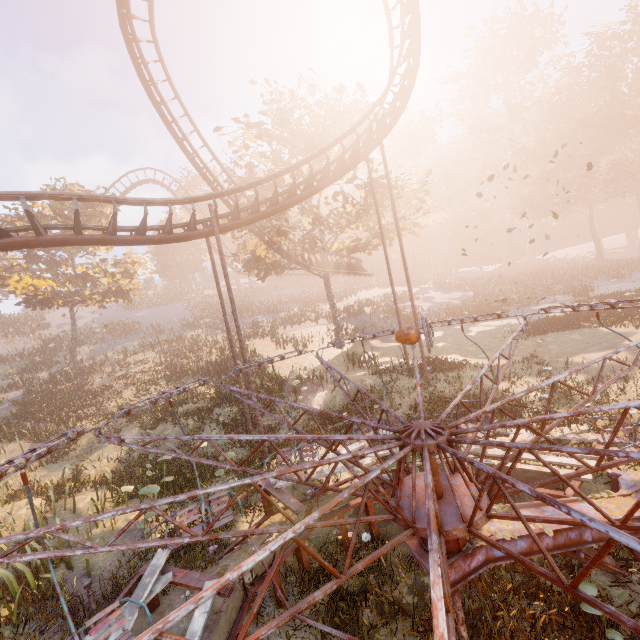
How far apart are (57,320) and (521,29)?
82.36m

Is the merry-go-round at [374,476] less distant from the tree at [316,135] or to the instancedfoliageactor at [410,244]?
the tree at [316,135]

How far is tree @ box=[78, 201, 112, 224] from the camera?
25.7 meters

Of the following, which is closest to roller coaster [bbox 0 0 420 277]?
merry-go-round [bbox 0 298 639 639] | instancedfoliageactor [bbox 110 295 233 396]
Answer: merry-go-round [bbox 0 298 639 639]

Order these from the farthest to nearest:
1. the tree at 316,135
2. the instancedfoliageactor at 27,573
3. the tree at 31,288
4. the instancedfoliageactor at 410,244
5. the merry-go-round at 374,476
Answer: the instancedfoliageactor at 410,244
the tree at 31,288
the tree at 316,135
the instancedfoliageactor at 27,573
the merry-go-round at 374,476

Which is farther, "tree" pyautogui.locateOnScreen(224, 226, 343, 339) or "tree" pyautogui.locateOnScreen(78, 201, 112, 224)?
"tree" pyautogui.locateOnScreen(78, 201, 112, 224)

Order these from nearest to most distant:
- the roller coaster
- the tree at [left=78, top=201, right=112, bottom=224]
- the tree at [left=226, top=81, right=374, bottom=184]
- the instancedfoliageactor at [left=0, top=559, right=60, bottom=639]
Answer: the instancedfoliageactor at [left=0, top=559, right=60, bottom=639], the roller coaster, the tree at [left=226, top=81, right=374, bottom=184], the tree at [left=78, top=201, right=112, bottom=224]
